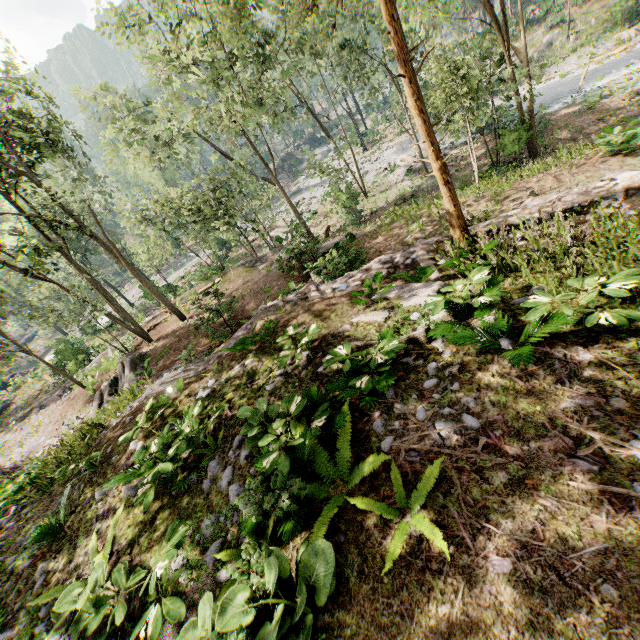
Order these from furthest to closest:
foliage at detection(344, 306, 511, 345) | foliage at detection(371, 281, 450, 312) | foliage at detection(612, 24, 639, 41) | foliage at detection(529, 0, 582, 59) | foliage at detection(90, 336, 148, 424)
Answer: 1. foliage at detection(529, 0, 582, 59)
2. foliage at detection(612, 24, 639, 41)
3. foliage at detection(90, 336, 148, 424)
4. foliage at detection(371, 281, 450, 312)
5. foliage at detection(344, 306, 511, 345)

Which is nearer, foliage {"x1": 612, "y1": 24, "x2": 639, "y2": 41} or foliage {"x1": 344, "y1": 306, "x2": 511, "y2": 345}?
foliage {"x1": 344, "y1": 306, "x2": 511, "y2": 345}

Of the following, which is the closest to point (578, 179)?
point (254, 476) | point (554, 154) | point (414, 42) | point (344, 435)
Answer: point (554, 154)

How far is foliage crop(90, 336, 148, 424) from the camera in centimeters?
1221cm

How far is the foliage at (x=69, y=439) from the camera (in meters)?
9.98
